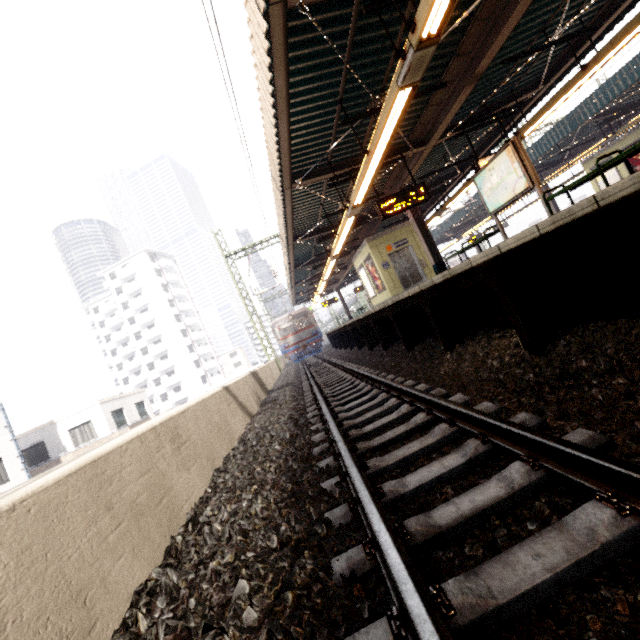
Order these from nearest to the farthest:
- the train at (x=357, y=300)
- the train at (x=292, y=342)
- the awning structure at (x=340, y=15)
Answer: the awning structure at (x=340, y=15), the train at (x=292, y=342), the train at (x=357, y=300)

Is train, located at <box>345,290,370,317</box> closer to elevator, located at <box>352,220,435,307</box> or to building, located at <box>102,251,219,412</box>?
elevator, located at <box>352,220,435,307</box>

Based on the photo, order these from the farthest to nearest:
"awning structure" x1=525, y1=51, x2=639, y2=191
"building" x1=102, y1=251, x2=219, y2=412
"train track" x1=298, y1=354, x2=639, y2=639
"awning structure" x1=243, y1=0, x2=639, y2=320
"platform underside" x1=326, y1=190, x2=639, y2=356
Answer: "building" x1=102, y1=251, x2=219, y2=412, "awning structure" x1=525, y1=51, x2=639, y2=191, "awning structure" x1=243, y1=0, x2=639, y2=320, "platform underside" x1=326, y1=190, x2=639, y2=356, "train track" x1=298, y1=354, x2=639, y2=639

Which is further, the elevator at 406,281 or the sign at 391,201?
the elevator at 406,281

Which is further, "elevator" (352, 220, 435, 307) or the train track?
"elevator" (352, 220, 435, 307)

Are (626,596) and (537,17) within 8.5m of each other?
no

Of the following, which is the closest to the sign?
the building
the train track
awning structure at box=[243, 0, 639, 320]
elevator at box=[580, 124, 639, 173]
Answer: awning structure at box=[243, 0, 639, 320]

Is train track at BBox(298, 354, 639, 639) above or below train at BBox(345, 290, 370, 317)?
below
